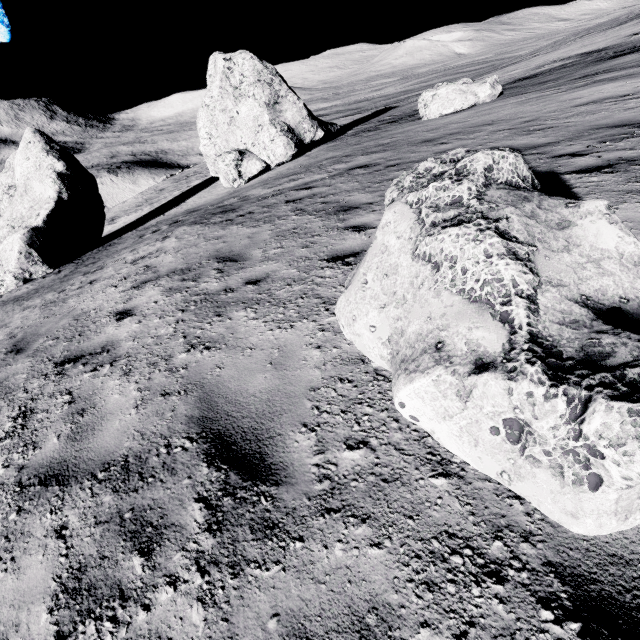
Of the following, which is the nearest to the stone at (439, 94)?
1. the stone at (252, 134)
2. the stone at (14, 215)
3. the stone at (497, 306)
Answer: the stone at (252, 134)

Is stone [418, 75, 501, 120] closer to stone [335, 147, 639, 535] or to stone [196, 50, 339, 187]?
stone [196, 50, 339, 187]

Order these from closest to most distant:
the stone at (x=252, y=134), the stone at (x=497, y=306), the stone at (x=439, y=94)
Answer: the stone at (x=497, y=306), the stone at (x=439, y=94), the stone at (x=252, y=134)

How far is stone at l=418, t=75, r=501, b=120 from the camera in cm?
1327

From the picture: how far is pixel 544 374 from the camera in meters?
1.5

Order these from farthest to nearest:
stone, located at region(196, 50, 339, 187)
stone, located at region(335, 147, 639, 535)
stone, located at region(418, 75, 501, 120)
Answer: stone, located at region(196, 50, 339, 187) → stone, located at region(418, 75, 501, 120) → stone, located at region(335, 147, 639, 535)

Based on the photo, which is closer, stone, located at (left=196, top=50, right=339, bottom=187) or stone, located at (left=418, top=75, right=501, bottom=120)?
stone, located at (left=418, top=75, right=501, bottom=120)

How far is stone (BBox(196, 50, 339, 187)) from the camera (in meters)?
16.09
